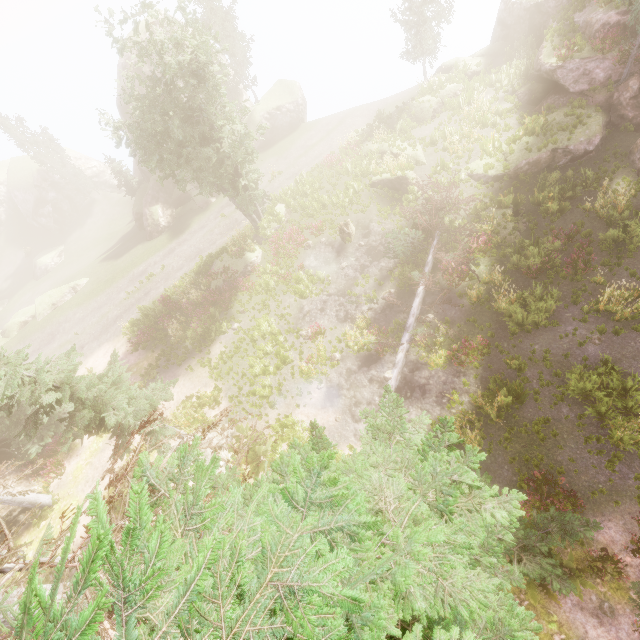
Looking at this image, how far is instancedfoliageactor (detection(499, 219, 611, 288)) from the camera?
13.99m

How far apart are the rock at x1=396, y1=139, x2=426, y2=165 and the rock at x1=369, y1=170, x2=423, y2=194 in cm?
145

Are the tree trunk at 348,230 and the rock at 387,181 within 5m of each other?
yes

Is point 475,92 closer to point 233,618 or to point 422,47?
point 422,47

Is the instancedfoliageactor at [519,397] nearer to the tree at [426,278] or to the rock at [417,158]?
the tree at [426,278]

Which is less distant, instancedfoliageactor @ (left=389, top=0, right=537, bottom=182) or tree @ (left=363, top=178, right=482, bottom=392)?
tree @ (left=363, top=178, right=482, bottom=392)

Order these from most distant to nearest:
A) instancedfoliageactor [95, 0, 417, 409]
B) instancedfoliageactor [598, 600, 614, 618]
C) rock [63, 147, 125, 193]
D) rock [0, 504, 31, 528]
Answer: rock [63, 147, 125, 193] < instancedfoliageactor [95, 0, 417, 409] < rock [0, 504, 31, 528] < instancedfoliageactor [598, 600, 614, 618]

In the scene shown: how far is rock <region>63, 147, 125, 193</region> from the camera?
48.62m
